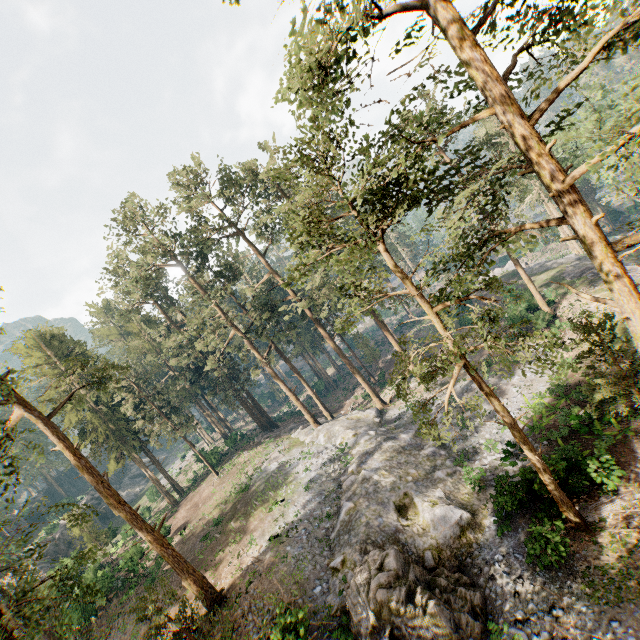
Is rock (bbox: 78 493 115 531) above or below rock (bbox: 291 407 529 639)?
above

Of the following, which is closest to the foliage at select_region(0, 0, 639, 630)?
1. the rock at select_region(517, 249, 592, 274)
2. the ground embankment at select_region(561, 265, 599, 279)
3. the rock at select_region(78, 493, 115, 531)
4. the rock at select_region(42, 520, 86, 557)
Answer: the rock at select_region(517, 249, 592, 274)

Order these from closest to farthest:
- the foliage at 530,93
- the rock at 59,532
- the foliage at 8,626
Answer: the foliage at 8,626, the foliage at 530,93, the rock at 59,532

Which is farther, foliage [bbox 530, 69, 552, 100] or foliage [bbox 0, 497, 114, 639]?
foliage [bbox 530, 69, 552, 100]

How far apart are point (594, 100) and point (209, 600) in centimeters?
7857cm

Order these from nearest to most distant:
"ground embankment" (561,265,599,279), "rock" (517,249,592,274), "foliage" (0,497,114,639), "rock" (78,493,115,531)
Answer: "foliage" (0,497,114,639) < "ground embankment" (561,265,599,279) < "rock" (517,249,592,274) < "rock" (78,493,115,531)

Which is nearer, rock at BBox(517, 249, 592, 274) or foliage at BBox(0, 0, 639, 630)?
foliage at BBox(0, 0, 639, 630)

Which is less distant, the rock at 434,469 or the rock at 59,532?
the rock at 434,469
